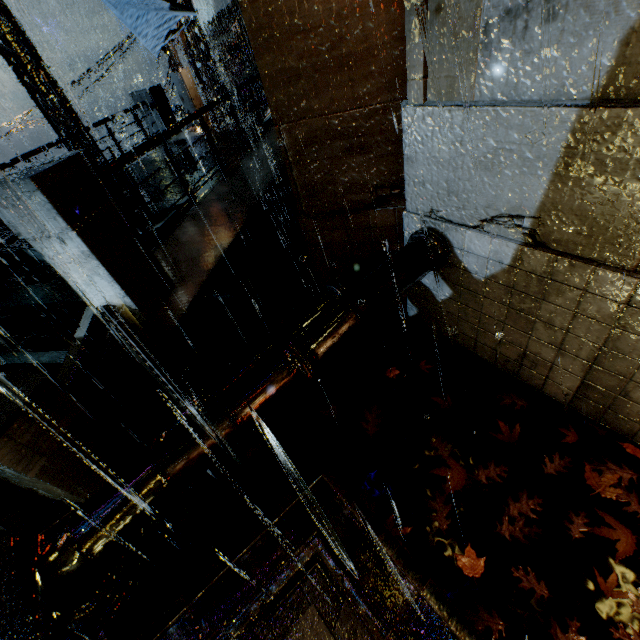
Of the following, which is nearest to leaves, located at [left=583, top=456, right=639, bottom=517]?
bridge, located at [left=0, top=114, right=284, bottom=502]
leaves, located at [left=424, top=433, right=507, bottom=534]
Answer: leaves, located at [left=424, top=433, right=507, bottom=534]

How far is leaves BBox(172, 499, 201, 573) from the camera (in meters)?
3.45

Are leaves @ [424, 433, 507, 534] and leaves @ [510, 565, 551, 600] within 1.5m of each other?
yes

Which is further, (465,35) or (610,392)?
(610,392)

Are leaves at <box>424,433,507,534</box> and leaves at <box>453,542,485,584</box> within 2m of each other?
yes

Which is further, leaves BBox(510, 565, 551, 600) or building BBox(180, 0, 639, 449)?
leaves BBox(510, 565, 551, 600)

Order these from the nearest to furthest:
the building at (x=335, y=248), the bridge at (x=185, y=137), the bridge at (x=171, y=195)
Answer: the building at (x=335, y=248), the bridge at (x=171, y=195), the bridge at (x=185, y=137)

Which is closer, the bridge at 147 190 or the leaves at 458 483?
the leaves at 458 483
